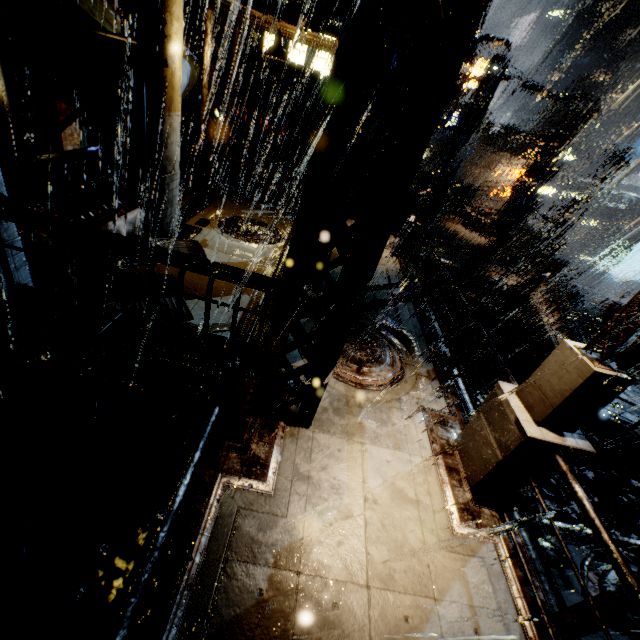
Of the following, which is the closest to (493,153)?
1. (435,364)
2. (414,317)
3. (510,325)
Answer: (510,325)

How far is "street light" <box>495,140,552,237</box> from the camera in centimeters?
2356cm

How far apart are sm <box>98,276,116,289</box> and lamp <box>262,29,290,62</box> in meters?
5.9

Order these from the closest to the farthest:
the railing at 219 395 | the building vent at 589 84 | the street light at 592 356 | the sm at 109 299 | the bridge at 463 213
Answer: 1. the railing at 219 395
2. the street light at 592 356
3. the sm at 109 299
4. the bridge at 463 213
5. the building vent at 589 84

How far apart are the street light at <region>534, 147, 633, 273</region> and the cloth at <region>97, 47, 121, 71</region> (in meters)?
17.09

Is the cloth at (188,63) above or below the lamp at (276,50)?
below

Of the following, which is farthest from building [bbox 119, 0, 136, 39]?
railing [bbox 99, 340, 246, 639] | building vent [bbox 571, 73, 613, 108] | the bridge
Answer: building vent [bbox 571, 73, 613, 108]

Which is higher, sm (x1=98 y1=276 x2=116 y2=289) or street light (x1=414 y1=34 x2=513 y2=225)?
street light (x1=414 y1=34 x2=513 y2=225)
